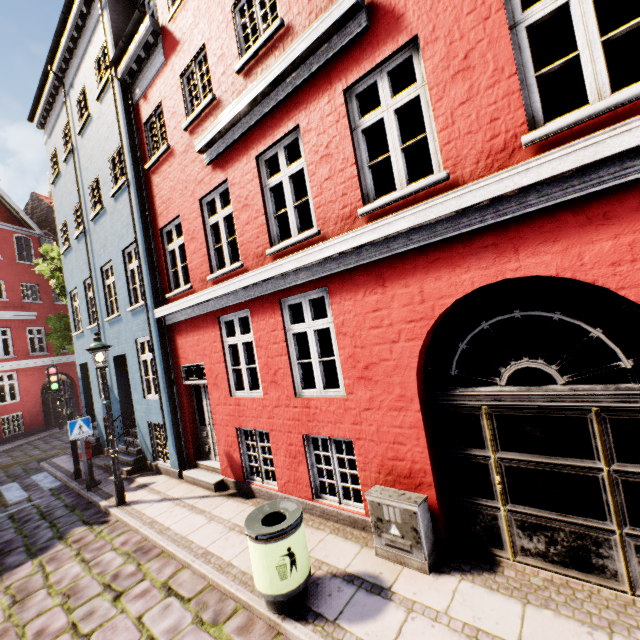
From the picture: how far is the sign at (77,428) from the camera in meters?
8.4 m

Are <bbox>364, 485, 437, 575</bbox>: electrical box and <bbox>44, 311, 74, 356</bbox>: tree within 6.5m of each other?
no

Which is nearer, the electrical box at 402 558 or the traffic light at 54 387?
the electrical box at 402 558

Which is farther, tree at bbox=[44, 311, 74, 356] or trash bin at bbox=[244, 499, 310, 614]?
tree at bbox=[44, 311, 74, 356]

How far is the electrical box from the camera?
4.0m

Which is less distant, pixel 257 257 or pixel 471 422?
pixel 471 422

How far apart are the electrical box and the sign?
8.05m

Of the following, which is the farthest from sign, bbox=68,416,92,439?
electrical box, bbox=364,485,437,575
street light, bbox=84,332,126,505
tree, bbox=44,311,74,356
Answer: tree, bbox=44,311,74,356
